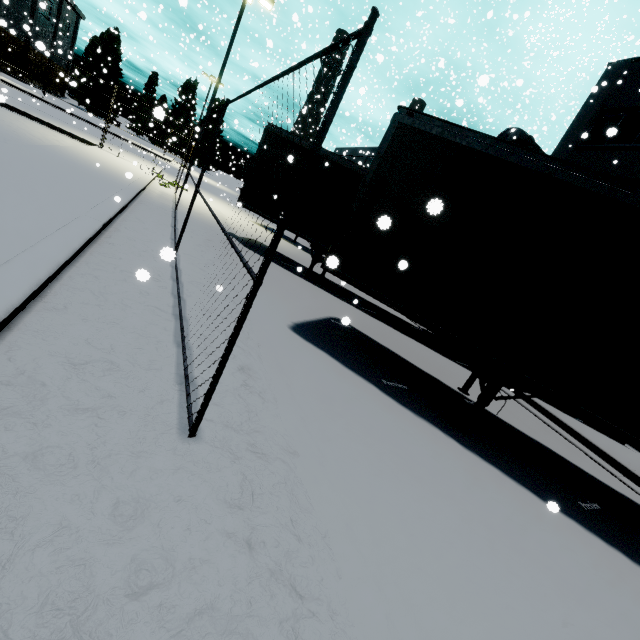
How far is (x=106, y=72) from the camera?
14.8 meters

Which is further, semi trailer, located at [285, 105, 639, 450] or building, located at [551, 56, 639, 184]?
building, located at [551, 56, 639, 184]

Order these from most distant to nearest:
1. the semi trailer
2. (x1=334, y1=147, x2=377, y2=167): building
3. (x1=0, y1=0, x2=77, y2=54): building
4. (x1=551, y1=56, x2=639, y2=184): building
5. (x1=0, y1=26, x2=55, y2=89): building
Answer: (x1=0, y1=26, x2=55, y2=89): building → (x1=334, y1=147, x2=377, y2=167): building → (x1=0, y1=0, x2=77, y2=54): building → (x1=551, y1=56, x2=639, y2=184): building → the semi trailer

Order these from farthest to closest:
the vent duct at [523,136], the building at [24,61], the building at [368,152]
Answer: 1. the building at [24,61]
2. the building at [368,152]
3. the vent duct at [523,136]

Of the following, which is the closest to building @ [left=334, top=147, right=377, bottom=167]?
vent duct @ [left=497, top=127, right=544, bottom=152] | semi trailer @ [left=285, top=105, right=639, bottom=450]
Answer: vent duct @ [left=497, top=127, right=544, bottom=152]

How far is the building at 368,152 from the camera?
26.2m
